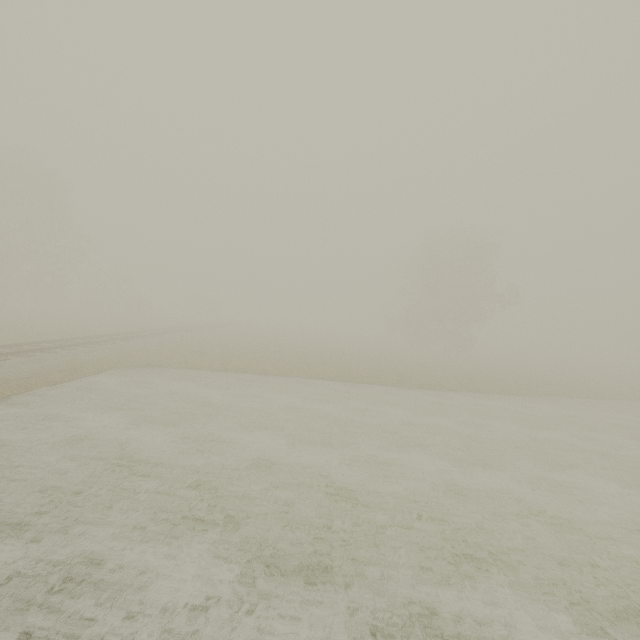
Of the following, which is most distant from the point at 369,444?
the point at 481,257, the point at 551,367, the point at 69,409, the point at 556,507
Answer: the point at 551,367
